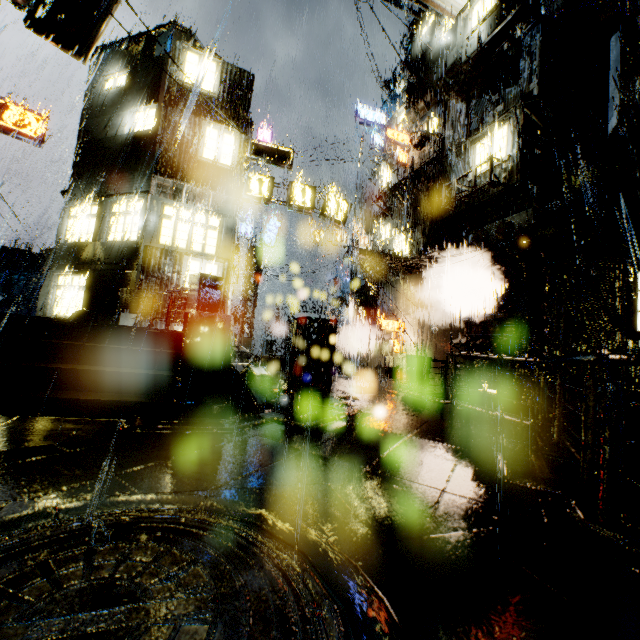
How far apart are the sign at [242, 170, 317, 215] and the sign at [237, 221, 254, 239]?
9.54m

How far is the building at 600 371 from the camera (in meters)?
11.05

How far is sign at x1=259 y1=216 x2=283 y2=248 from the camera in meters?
25.8 m

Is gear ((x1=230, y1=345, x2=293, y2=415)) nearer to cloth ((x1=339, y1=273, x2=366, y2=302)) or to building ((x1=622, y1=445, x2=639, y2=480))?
building ((x1=622, y1=445, x2=639, y2=480))

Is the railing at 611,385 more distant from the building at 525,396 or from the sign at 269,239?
the sign at 269,239

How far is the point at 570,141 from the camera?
13.5 meters

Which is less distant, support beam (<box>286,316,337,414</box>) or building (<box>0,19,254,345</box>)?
support beam (<box>286,316,337,414</box>)

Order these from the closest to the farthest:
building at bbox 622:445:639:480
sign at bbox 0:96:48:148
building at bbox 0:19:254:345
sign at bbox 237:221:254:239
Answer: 1. building at bbox 622:445:639:480
2. building at bbox 0:19:254:345
3. sign at bbox 0:96:48:148
4. sign at bbox 237:221:254:239
